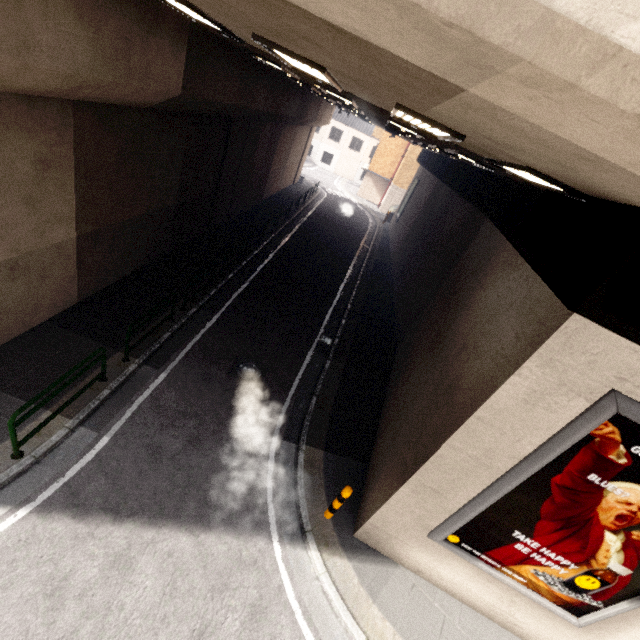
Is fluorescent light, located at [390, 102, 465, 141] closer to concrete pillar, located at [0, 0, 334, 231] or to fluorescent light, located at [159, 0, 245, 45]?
fluorescent light, located at [159, 0, 245, 45]

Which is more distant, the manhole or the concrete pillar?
the manhole

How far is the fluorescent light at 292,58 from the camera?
3.98m

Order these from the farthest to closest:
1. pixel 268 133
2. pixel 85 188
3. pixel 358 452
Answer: pixel 268 133
pixel 358 452
pixel 85 188

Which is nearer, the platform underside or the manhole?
the platform underside

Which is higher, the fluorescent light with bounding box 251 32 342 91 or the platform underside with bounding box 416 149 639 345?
the fluorescent light with bounding box 251 32 342 91

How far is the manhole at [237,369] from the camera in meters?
9.0

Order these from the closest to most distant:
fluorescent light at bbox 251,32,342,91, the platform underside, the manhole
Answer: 1. the platform underside
2. fluorescent light at bbox 251,32,342,91
3. the manhole
